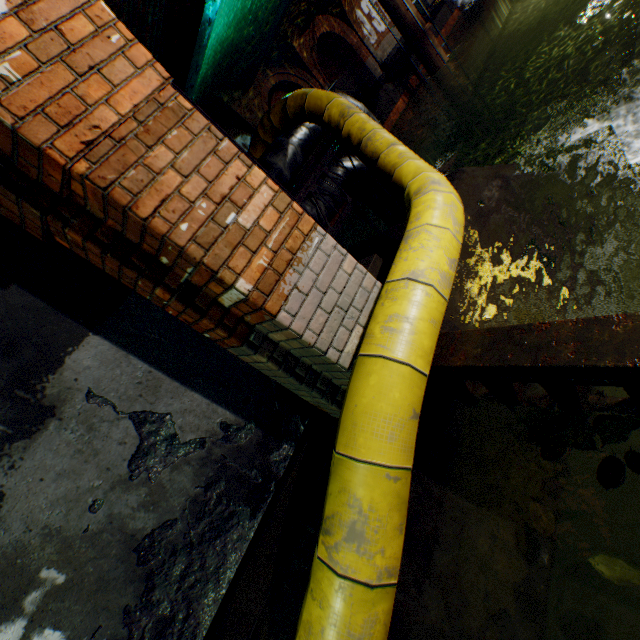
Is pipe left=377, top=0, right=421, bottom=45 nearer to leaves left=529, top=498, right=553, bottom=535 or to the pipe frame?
the pipe frame

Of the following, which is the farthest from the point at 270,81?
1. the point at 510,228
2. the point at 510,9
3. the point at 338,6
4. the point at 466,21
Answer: the point at 510,9

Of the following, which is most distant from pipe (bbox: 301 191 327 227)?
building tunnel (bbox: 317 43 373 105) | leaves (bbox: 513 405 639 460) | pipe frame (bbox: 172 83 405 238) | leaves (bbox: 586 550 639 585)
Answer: building tunnel (bbox: 317 43 373 105)

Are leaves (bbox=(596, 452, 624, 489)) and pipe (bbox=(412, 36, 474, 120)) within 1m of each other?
no

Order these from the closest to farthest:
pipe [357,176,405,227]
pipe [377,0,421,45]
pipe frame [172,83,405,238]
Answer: pipe frame [172,83,405,238] < pipe [357,176,405,227] < pipe [377,0,421,45]

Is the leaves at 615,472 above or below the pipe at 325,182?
below

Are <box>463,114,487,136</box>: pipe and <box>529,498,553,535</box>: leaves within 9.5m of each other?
no

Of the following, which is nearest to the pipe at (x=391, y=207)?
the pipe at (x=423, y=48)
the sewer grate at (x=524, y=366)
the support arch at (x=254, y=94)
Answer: the sewer grate at (x=524, y=366)
